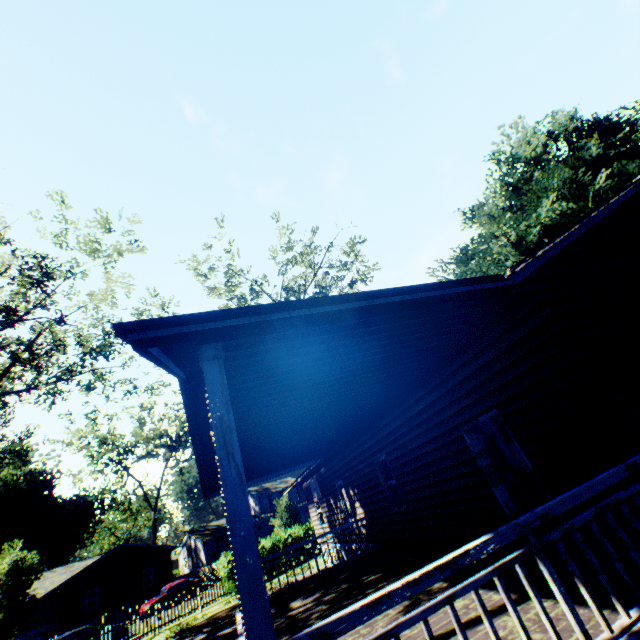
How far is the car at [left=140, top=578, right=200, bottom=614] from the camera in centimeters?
2722cm

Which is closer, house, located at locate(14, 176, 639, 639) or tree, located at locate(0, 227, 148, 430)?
house, located at locate(14, 176, 639, 639)

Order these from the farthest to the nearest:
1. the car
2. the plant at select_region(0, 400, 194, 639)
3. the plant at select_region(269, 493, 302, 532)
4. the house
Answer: the plant at select_region(269, 493, 302, 532) → the car → the plant at select_region(0, 400, 194, 639) → the house

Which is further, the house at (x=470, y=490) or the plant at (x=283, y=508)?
the plant at (x=283, y=508)

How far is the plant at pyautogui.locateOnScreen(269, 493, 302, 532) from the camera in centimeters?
2912cm

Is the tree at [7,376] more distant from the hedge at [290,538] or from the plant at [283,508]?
the hedge at [290,538]

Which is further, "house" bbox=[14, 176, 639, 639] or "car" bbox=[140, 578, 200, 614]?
"car" bbox=[140, 578, 200, 614]

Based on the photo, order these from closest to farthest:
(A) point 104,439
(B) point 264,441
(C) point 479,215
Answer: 1. (B) point 264,441
2. (C) point 479,215
3. (A) point 104,439
